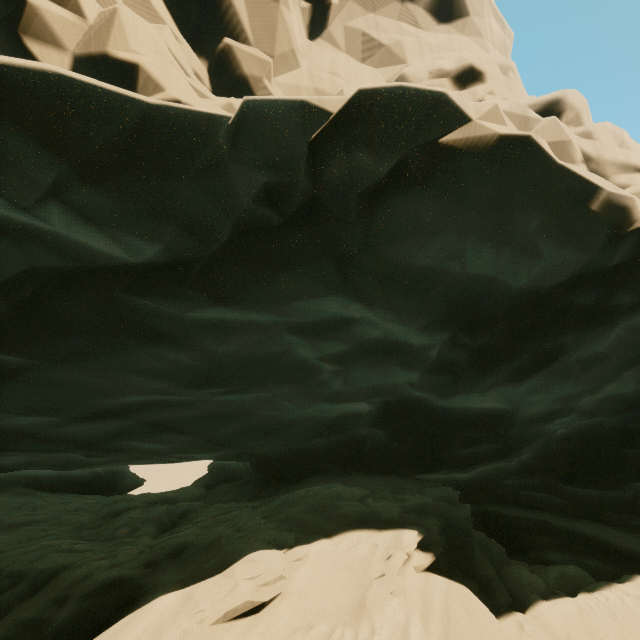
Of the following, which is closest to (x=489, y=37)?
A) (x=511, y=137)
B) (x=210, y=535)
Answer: (x=511, y=137)
